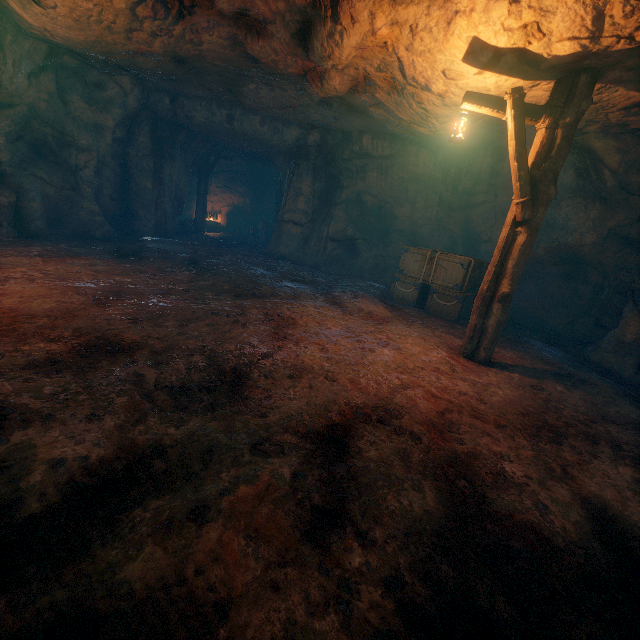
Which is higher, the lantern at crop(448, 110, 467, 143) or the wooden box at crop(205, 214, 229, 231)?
the lantern at crop(448, 110, 467, 143)

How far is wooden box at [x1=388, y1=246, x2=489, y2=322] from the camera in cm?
862

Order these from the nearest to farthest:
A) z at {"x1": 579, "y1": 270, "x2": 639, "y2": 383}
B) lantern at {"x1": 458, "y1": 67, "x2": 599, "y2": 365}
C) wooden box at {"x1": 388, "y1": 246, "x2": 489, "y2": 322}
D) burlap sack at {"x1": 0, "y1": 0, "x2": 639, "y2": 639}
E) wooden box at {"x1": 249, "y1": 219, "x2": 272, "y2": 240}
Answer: burlap sack at {"x1": 0, "y1": 0, "x2": 639, "y2": 639}
lantern at {"x1": 458, "y1": 67, "x2": 599, "y2": 365}
z at {"x1": 579, "y1": 270, "x2": 639, "y2": 383}
wooden box at {"x1": 388, "y1": 246, "x2": 489, "y2": 322}
wooden box at {"x1": 249, "y1": 219, "x2": 272, "y2": 240}

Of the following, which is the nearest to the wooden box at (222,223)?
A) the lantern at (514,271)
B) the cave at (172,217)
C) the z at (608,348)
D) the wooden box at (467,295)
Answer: the cave at (172,217)

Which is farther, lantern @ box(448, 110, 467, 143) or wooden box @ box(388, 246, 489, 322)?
wooden box @ box(388, 246, 489, 322)

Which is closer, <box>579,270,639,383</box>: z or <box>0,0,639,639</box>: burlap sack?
<box>0,0,639,639</box>: burlap sack

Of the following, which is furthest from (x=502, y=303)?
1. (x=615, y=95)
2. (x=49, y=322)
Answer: (x=49, y=322)

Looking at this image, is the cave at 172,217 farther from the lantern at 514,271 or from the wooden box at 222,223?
the lantern at 514,271
